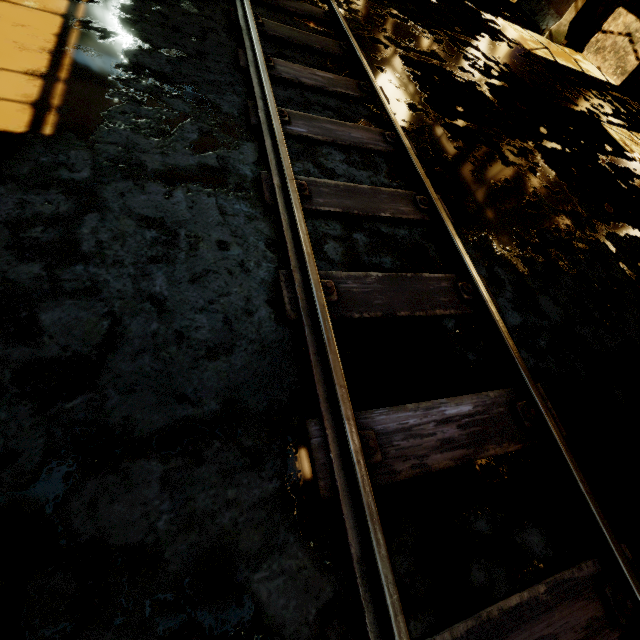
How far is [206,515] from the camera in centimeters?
143cm

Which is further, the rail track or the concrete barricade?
the concrete barricade

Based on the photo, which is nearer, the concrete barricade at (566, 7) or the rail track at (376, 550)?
the rail track at (376, 550)
